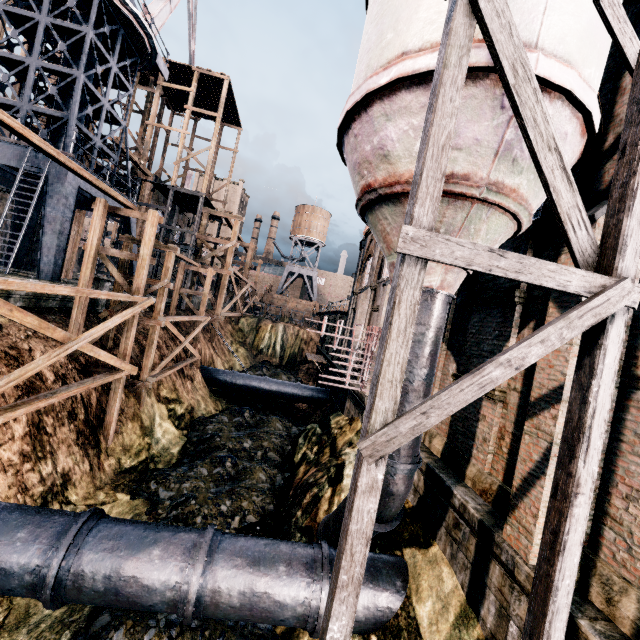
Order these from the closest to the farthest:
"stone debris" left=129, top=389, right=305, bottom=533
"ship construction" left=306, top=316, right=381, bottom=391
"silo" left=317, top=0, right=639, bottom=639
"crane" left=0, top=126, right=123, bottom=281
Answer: "silo" left=317, top=0, right=639, bottom=639 < "stone debris" left=129, top=389, right=305, bottom=533 < "ship construction" left=306, top=316, right=381, bottom=391 < "crane" left=0, top=126, right=123, bottom=281

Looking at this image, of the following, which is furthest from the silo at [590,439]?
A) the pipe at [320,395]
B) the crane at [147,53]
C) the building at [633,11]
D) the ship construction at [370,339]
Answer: the pipe at [320,395]

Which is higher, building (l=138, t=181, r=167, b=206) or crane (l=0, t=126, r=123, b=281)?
building (l=138, t=181, r=167, b=206)

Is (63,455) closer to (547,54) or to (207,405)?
(207,405)

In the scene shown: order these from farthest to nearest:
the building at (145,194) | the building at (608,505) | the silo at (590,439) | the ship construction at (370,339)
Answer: the building at (145,194), the ship construction at (370,339), the building at (608,505), the silo at (590,439)

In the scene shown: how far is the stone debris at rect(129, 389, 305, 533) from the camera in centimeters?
1291cm

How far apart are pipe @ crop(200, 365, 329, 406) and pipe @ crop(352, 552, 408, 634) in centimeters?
1844cm

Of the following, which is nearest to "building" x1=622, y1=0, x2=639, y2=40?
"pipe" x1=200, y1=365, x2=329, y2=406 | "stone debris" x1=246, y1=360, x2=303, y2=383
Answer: "pipe" x1=200, y1=365, x2=329, y2=406
